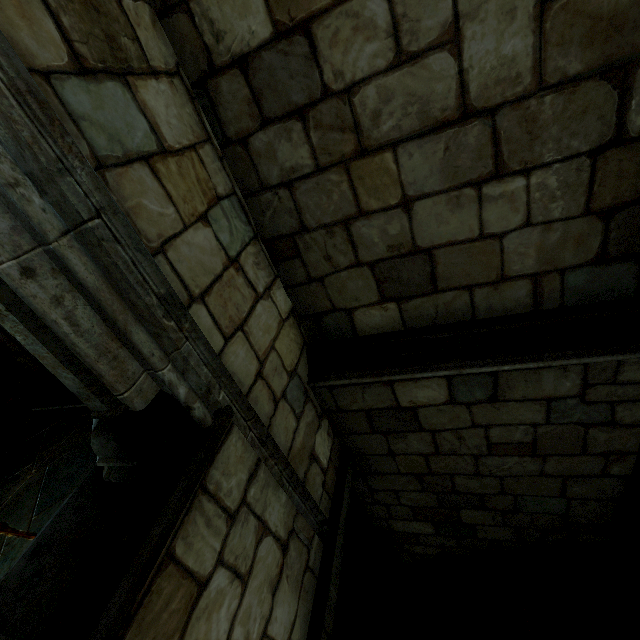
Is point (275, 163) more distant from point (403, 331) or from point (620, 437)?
point (620, 437)
